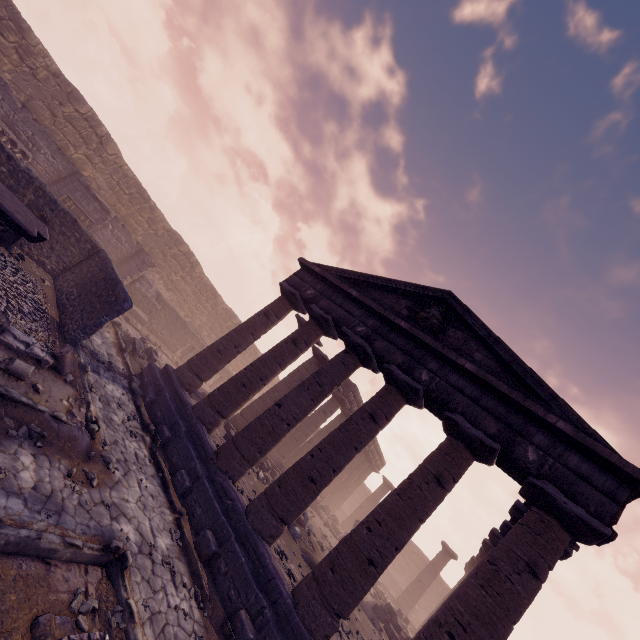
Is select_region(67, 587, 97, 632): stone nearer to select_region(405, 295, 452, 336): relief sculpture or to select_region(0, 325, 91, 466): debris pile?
select_region(0, 325, 91, 466): debris pile

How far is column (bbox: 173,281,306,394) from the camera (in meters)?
11.72

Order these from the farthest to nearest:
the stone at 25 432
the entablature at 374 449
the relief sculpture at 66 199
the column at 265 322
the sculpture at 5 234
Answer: the entablature at 374 449 < the relief sculpture at 66 199 < the column at 265 322 < the sculpture at 5 234 < the stone at 25 432

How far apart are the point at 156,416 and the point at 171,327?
10.96m

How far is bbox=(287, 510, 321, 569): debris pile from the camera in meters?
10.2

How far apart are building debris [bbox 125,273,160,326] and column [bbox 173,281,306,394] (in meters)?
7.37

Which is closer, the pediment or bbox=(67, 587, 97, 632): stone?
bbox=(67, 587, 97, 632): stone

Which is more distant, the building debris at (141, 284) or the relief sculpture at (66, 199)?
the building debris at (141, 284)
